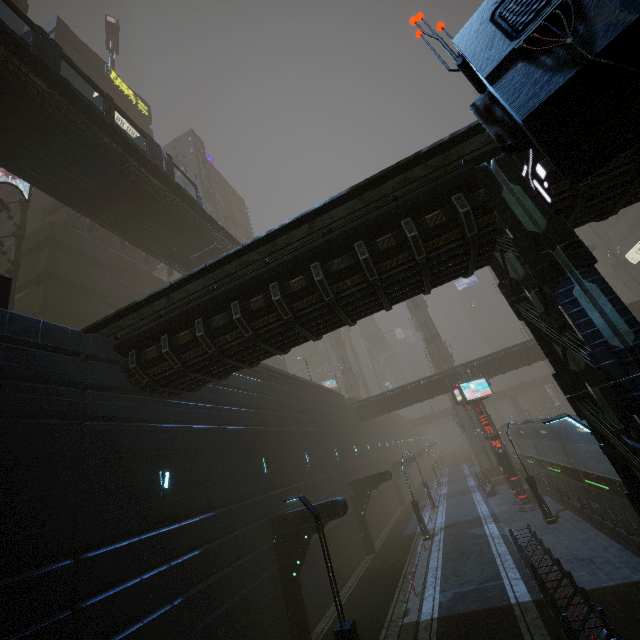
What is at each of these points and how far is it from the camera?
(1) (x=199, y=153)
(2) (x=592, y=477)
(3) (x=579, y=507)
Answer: (1) building, 50.6 meters
(2) train, 17.8 meters
(3) building, 17.3 meters

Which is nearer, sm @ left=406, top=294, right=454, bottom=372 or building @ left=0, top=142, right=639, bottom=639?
building @ left=0, top=142, right=639, bottom=639

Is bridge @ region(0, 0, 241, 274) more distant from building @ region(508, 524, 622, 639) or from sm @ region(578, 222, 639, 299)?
sm @ region(578, 222, 639, 299)

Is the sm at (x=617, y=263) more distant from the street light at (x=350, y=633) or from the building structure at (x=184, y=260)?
the street light at (x=350, y=633)

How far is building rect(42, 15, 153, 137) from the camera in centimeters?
3284cm

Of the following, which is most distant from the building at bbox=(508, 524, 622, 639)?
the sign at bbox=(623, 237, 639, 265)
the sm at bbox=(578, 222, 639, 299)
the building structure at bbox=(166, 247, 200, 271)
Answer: the building structure at bbox=(166, 247, 200, 271)

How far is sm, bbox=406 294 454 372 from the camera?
44.9m

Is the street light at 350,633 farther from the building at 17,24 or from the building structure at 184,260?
the building structure at 184,260
